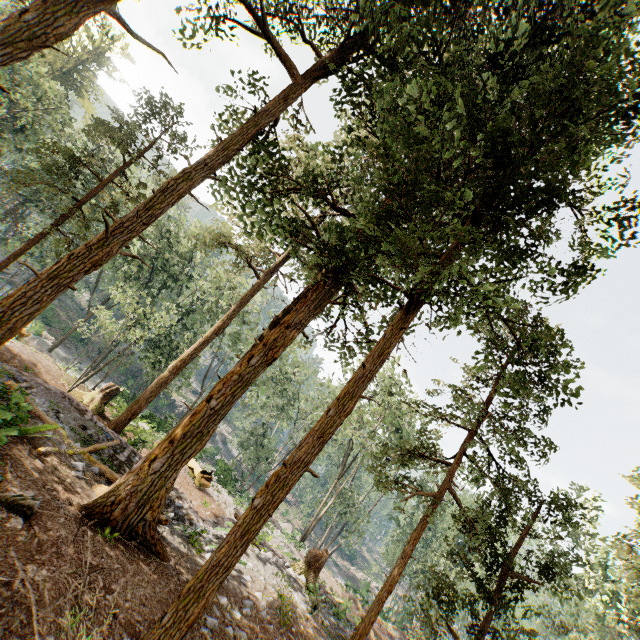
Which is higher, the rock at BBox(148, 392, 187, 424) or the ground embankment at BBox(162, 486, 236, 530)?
the ground embankment at BBox(162, 486, 236, 530)

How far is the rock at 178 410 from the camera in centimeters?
4902cm

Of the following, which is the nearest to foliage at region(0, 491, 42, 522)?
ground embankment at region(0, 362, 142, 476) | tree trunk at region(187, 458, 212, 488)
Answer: ground embankment at region(0, 362, 142, 476)

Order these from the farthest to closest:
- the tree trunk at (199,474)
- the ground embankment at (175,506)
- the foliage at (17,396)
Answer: the tree trunk at (199,474)
the ground embankment at (175,506)
the foliage at (17,396)

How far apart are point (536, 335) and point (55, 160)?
18.5 meters

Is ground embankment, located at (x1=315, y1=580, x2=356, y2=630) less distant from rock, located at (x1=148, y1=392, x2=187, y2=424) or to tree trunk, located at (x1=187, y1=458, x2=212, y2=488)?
tree trunk, located at (x1=187, y1=458, x2=212, y2=488)

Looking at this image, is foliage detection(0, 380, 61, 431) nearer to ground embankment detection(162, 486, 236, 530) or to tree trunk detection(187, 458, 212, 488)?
ground embankment detection(162, 486, 236, 530)

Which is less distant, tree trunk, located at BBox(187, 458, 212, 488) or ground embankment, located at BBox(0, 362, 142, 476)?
ground embankment, located at BBox(0, 362, 142, 476)
